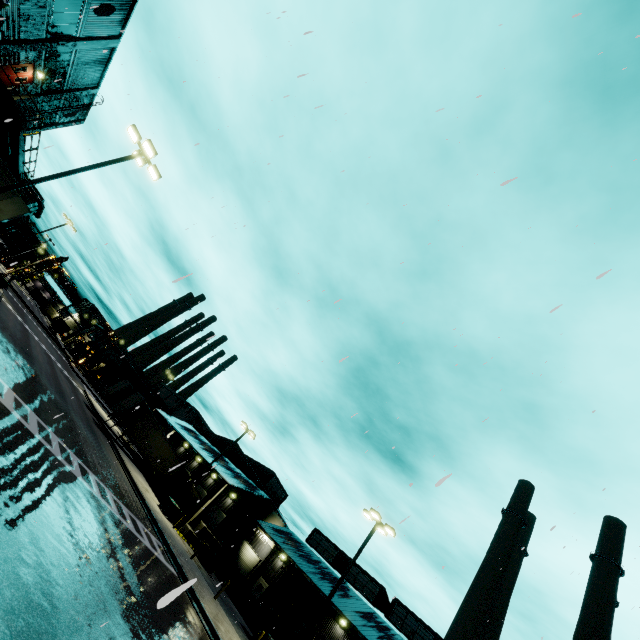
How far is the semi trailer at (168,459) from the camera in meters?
33.1

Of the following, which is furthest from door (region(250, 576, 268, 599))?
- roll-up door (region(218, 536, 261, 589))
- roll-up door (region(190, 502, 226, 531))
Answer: roll-up door (region(190, 502, 226, 531))

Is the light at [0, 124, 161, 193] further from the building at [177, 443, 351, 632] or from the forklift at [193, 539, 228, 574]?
the forklift at [193, 539, 228, 574]

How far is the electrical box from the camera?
26.8m

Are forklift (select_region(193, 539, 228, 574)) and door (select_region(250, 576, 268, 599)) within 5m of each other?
no

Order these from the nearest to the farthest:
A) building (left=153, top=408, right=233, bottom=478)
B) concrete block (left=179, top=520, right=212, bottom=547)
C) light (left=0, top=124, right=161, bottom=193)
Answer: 1. light (left=0, top=124, right=161, bottom=193)
2. concrete block (left=179, top=520, right=212, bottom=547)
3. building (left=153, top=408, right=233, bottom=478)

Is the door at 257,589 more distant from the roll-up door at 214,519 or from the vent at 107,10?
the vent at 107,10

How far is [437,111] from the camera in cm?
511
